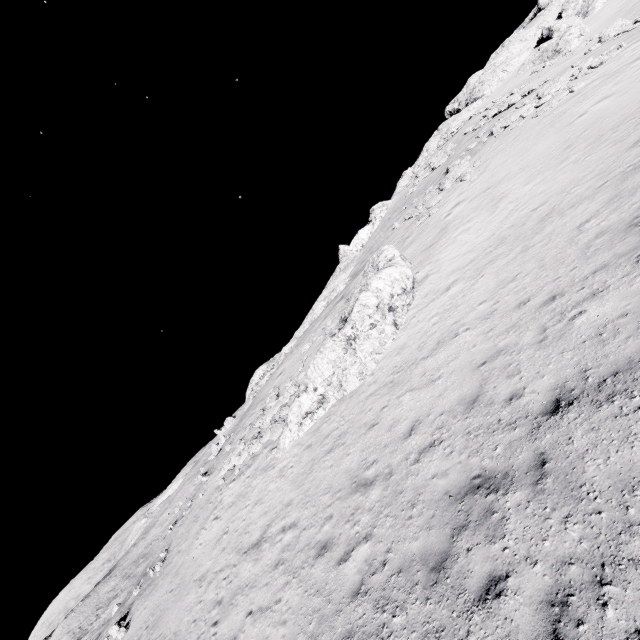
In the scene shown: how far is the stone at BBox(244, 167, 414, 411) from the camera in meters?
32.2 m

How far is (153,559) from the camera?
21.5 meters

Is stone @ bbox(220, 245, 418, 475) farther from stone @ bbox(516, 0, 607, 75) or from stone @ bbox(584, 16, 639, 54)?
stone @ bbox(516, 0, 607, 75)

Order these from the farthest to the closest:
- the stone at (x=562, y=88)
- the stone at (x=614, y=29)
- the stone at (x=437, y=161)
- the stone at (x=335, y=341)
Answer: the stone at (x=437, y=161) < the stone at (x=614, y=29) < the stone at (x=562, y=88) < the stone at (x=335, y=341)

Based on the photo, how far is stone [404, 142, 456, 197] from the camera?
35.2 meters

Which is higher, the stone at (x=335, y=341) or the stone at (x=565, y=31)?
the stone at (x=565, y=31)

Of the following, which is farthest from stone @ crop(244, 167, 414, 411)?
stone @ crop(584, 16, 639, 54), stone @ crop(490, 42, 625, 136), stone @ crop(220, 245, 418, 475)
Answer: stone @ crop(584, 16, 639, 54)

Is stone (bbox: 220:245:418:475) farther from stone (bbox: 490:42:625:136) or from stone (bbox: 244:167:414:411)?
stone (bbox: 490:42:625:136)
